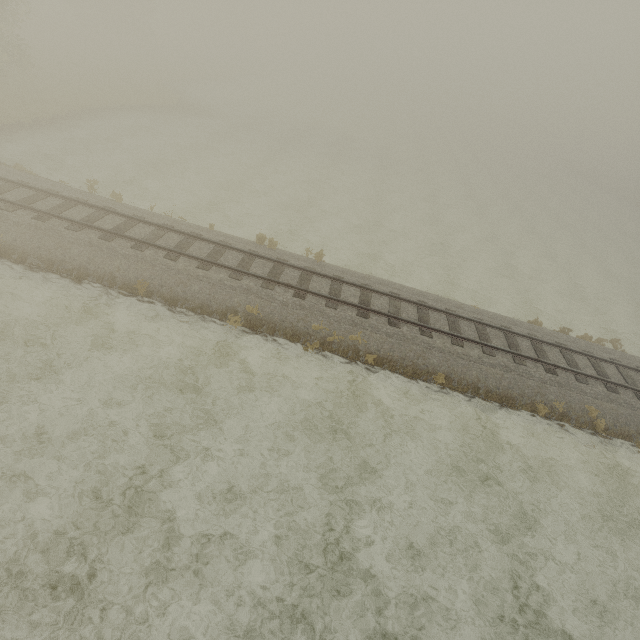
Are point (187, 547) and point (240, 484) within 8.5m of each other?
yes
